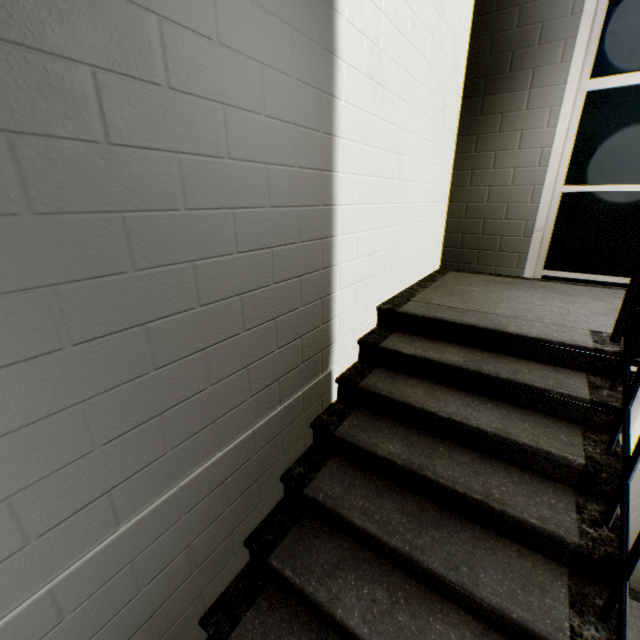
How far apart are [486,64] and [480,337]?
2.8 meters

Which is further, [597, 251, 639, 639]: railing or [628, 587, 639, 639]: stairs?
[628, 587, 639, 639]: stairs

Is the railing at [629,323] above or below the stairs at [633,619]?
above

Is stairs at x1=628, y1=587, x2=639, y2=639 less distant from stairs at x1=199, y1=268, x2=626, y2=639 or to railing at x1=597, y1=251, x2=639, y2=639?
stairs at x1=199, y1=268, x2=626, y2=639

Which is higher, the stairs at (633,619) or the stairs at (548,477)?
the stairs at (548,477)

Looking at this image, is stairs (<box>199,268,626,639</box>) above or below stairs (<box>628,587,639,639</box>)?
above

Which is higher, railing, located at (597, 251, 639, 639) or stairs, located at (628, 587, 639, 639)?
railing, located at (597, 251, 639, 639)
